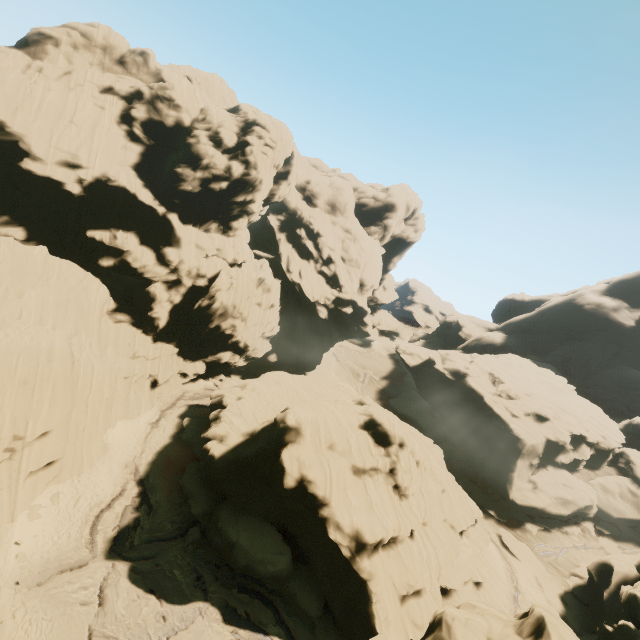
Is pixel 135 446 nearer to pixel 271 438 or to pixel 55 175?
pixel 271 438

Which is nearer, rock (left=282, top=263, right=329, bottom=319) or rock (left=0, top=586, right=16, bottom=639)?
rock (left=0, top=586, right=16, bottom=639)

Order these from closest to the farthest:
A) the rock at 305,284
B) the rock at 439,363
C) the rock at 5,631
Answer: the rock at 5,631 < the rock at 439,363 < the rock at 305,284

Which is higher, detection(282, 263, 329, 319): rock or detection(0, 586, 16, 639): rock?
detection(282, 263, 329, 319): rock

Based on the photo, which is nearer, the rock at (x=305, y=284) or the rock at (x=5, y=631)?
the rock at (x=5, y=631)

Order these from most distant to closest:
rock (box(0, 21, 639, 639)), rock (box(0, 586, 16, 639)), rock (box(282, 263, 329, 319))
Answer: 1. rock (box(282, 263, 329, 319))
2. rock (box(0, 21, 639, 639))
3. rock (box(0, 586, 16, 639))

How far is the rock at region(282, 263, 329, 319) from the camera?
58.75m
